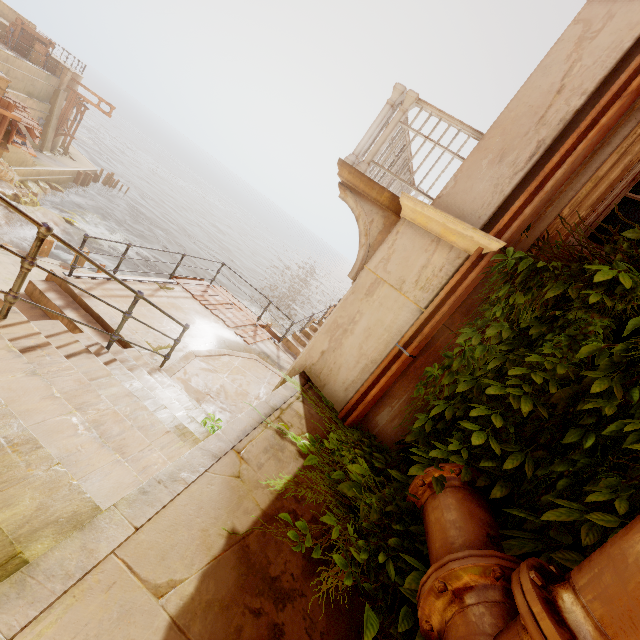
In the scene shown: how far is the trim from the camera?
11.11m

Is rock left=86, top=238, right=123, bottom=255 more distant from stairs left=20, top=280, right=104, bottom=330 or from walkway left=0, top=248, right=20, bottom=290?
stairs left=20, top=280, right=104, bottom=330

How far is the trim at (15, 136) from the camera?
11.11m

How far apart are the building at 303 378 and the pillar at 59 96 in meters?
35.5 m

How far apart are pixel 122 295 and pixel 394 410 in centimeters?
682cm

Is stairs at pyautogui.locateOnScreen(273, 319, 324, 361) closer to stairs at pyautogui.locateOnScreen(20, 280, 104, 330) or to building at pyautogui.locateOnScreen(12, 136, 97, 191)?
stairs at pyautogui.locateOnScreen(20, 280, 104, 330)

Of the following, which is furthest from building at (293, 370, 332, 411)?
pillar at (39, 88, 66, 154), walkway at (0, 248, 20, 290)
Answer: pillar at (39, 88, 66, 154)

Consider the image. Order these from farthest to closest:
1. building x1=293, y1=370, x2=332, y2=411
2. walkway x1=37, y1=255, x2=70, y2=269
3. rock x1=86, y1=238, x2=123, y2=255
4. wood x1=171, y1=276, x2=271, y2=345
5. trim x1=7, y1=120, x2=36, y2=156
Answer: rock x1=86, y1=238, x2=123, y2=255, walkway x1=37, y1=255, x2=70, y2=269, trim x1=7, y1=120, x2=36, y2=156, wood x1=171, y1=276, x2=271, y2=345, building x1=293, y1=370, x2=332, y2=411
